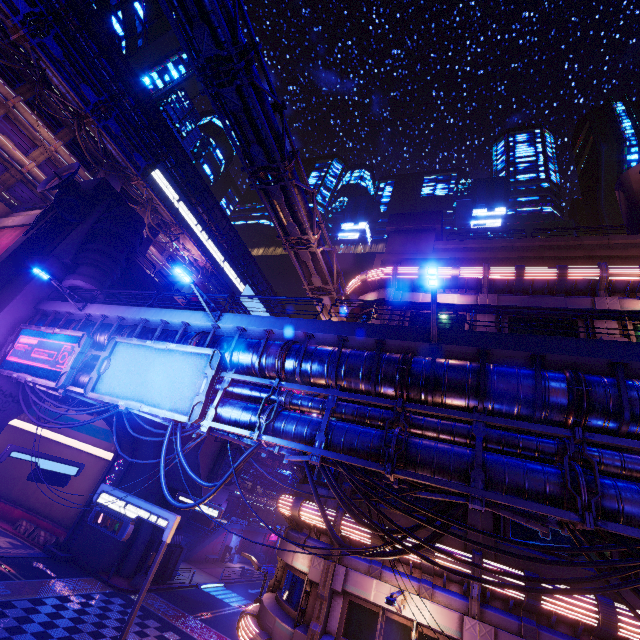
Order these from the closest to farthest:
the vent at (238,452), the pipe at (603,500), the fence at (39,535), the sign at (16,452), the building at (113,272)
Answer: the pipe at (603,500), the sign at (16,452), the building at (113,272), the fence at (39,535), the vent at (238,452)

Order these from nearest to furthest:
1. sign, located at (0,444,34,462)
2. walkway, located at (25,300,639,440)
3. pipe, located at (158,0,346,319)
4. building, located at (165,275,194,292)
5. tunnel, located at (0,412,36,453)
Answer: walkway, located at (25,300,639,440), pipe, located at (158,0,346,319), sign, located at (0,444,34,462), tunnel, located at (0,412,36,453), building, located at (165,275,194,292)

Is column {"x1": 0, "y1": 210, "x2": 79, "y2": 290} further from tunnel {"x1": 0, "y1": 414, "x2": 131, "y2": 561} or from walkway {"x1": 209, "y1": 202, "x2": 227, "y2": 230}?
walkway {"x1": 209, "y1": 202, "x2": 227, "y2": 230}

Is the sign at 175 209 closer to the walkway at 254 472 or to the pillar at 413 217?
the walkway at 254 472

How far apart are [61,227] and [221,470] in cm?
2543

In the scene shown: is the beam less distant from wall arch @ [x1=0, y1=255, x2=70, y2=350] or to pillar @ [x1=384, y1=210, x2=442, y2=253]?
wall arch @ [x1=0, y1=255, x2=70, y2=350]

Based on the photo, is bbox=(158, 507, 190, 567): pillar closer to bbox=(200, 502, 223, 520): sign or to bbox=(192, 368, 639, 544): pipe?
bbox=(200, 502, 223, 520): sign

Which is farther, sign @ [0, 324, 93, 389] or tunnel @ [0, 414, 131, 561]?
tunnel @ [0, 414, 131, 561]
